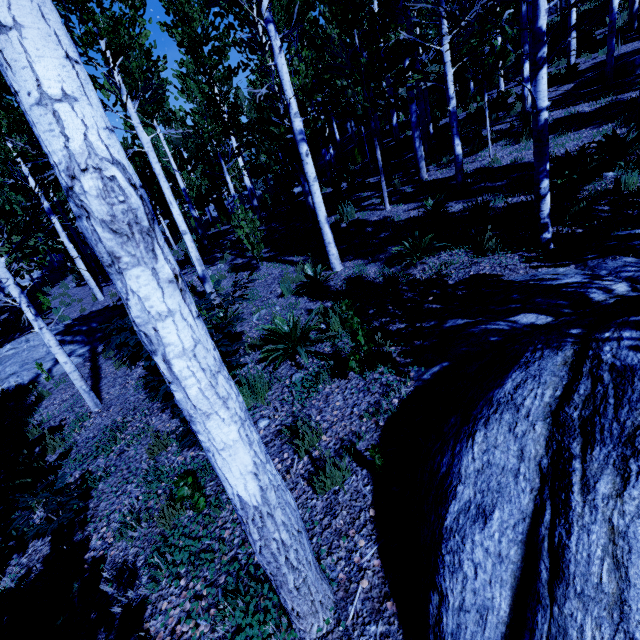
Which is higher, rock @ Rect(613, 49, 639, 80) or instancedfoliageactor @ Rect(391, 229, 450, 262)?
rock @ Rect(613, 49, 639, 80)

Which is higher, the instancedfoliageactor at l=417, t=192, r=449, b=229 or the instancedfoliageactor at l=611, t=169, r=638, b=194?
the instancedfoliageactor at l=417, t=192, r=449, b=229

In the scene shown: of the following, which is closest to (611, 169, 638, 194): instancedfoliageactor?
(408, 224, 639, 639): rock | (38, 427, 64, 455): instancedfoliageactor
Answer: A: (408, 224, 639, 639): rock

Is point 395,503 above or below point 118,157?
below

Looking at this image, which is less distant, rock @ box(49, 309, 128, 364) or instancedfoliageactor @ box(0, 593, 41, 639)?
instancedfoliageactor @ box(0, 593, 41, 639)

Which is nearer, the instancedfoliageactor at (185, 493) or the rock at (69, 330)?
the instancedfoliageactor at (185, 493)

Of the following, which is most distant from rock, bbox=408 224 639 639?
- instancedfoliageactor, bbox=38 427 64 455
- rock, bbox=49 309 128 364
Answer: rock, bbox=49 309 128 364

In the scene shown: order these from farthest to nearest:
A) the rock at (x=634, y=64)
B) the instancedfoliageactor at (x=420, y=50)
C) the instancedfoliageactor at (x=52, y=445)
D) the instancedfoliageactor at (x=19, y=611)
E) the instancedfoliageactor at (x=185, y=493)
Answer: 1. the rock at (x=634, y=64)
2. the instancedfoliageactor at (x=52, y=445)
3. the instancedfoliageactor at (x=185, y=493)
4. the instancedfoliageactor at (x=19, y=611)
5. the instancedfoliageactor at (x=420, y=50)
